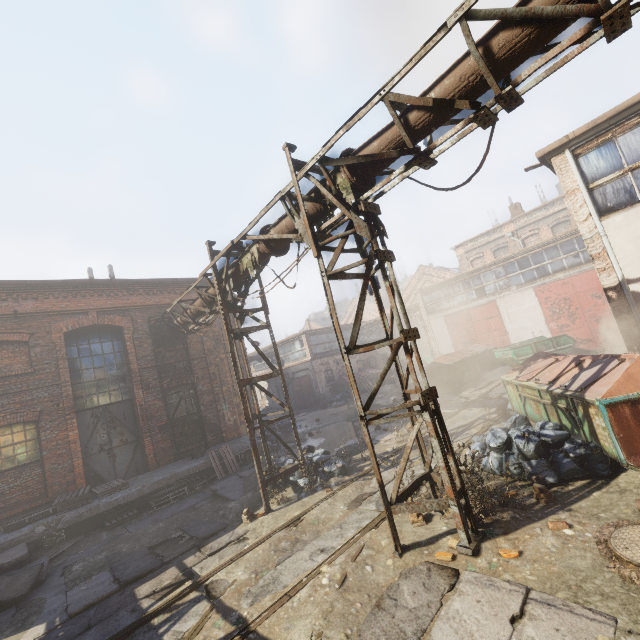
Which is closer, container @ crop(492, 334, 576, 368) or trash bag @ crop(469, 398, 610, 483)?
trash bag @ crop(469, 398, 610, 483)

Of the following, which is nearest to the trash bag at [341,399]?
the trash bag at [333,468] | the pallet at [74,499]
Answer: the trash bag at [333,468]

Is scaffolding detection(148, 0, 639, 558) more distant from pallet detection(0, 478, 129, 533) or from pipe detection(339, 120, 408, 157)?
pallet detection(0, 478, 129, 533)

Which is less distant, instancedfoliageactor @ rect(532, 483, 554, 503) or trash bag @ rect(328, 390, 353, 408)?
instancedfoliageactor @ rect(532, 483, 554, 503)

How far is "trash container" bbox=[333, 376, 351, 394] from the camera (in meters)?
25.51

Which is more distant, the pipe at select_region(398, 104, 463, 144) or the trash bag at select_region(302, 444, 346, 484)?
the trash bag at select_region(302, 444, 346, 484)

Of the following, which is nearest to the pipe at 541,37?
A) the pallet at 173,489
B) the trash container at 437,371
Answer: the pallet at 173,489

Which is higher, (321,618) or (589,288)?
(589,288)
